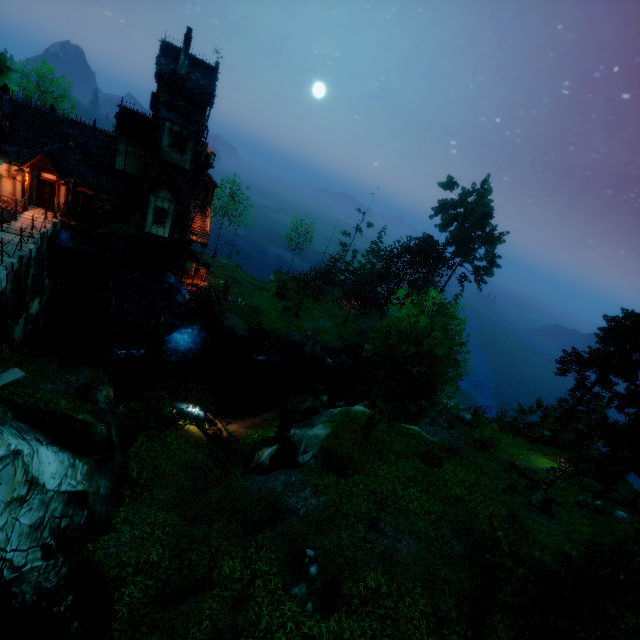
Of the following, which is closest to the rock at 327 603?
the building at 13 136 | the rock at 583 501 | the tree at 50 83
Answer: the tree at 50 83

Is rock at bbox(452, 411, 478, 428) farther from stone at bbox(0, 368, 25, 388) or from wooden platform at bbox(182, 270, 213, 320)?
stone at bbox(0, 368, 25, 388)

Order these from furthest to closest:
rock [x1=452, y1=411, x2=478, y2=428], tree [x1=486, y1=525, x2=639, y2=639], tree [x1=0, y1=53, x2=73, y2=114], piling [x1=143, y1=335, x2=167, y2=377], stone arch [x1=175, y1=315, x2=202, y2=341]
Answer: rock [x1=452, y1=411, x2=478, y2=428] < stone arch [x1=175, y1=315, x2=202, y2=341] < piling [x1=143, y1=335, x2=167, y2=377] < tree [x1=486, y1=525, x2=639, y2=639] < tree [x1=0, y1=53, x2=73, y2=114]

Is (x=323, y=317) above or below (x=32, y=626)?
below

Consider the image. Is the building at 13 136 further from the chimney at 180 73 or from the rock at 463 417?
the rock at 463 417

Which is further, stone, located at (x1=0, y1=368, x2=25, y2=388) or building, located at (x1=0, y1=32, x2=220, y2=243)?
building, located at (x1=0, y1=32, x2=220, y2=243)

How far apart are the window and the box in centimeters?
1cm

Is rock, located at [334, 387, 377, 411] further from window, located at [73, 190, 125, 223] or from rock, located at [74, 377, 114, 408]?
window, located at [73, 190, 125, 223]
